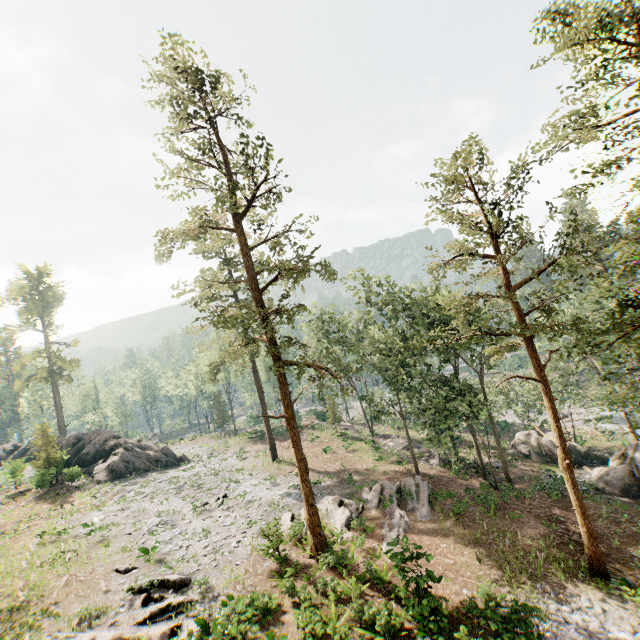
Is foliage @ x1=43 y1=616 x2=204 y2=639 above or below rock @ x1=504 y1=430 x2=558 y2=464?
above

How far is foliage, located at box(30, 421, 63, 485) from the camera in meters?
31.8 m

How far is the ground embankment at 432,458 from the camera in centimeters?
3224cm

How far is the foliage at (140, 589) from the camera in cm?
1401

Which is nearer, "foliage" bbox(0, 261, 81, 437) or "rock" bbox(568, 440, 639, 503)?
"rock" bbox(568, 440, 639, 503)

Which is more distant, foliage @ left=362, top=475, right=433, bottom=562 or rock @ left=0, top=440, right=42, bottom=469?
rock @ left=0, top=440, right=42, bottom=469

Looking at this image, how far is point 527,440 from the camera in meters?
35.0 m

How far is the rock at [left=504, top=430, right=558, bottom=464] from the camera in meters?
31.6
